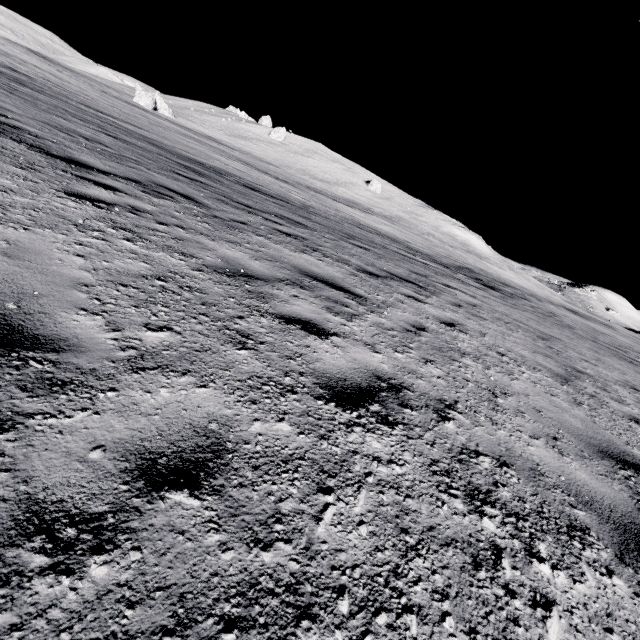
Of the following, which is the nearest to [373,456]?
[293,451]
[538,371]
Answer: [293,451]

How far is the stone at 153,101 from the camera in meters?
46.8

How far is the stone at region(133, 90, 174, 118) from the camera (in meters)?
46.81
